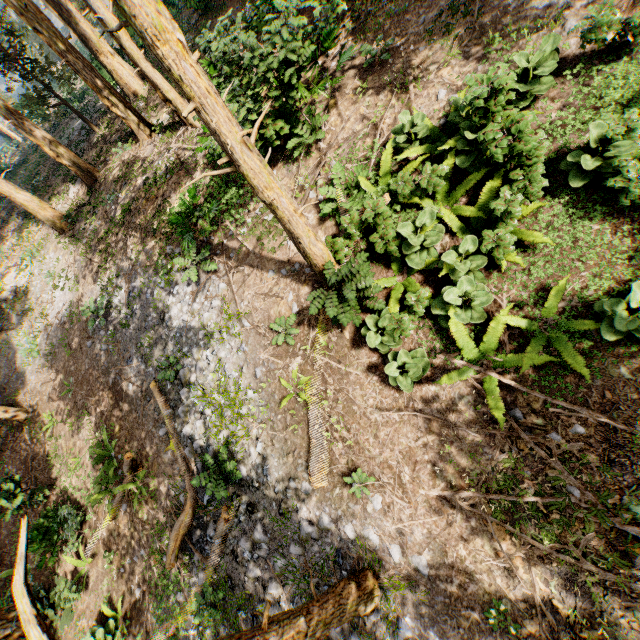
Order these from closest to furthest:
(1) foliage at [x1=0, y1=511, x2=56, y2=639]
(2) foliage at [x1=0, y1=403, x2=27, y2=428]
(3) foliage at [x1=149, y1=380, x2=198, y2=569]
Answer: (1) foliage at [x1=0, y1=511, x2=56, y2=639]
(3) foliage at [x1=149, y1=380, x2=198, y2=569]
(2) foliage at [x1=0, y1=403, x2=27, y2=428]

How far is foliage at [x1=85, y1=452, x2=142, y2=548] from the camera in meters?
9.9

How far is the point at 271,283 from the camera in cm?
908

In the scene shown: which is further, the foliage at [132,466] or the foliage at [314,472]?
the foliage at [132,466]

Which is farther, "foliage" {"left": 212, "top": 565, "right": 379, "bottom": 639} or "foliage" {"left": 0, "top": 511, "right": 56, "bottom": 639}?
"foliage" {"left": 212, "top": 565, "right": 379, "bottom": 639}

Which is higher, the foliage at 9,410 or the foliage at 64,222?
the foliage at 64,222

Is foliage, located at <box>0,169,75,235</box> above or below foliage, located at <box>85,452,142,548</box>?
above
